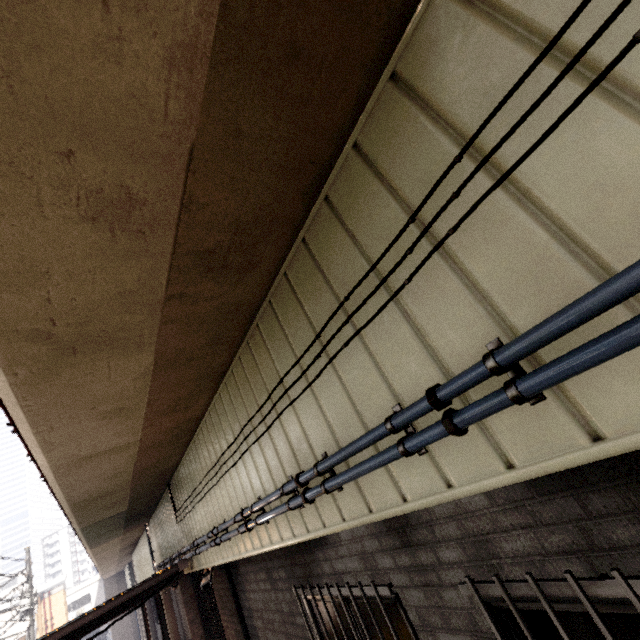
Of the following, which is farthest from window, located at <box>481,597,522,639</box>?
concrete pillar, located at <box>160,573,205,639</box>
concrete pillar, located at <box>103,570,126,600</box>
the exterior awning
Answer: concrete pillar, located at <box>103,570,126,600</box>

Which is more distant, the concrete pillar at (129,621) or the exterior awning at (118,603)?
the concrete pillar at (129,621)

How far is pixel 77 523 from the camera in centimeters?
646cm

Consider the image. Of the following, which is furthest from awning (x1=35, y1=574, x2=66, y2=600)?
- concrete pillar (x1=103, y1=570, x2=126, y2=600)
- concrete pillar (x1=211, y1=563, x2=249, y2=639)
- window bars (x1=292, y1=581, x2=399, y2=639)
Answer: window bars (x1=292, y1=581, x2=399, y2=639)

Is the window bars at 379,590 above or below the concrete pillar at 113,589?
below

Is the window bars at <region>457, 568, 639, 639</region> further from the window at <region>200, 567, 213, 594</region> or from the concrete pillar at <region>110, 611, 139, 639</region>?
the concrete pillar at <region>110, 611, 139, 639</region>

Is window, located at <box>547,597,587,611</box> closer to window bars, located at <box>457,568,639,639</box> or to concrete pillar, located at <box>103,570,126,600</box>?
window bars, located at <box>457,568,639,639</box>

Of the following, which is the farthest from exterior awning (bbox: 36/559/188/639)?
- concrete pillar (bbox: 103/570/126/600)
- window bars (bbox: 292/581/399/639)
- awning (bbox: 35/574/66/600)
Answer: awning (bbox: 35/574/66/600)
